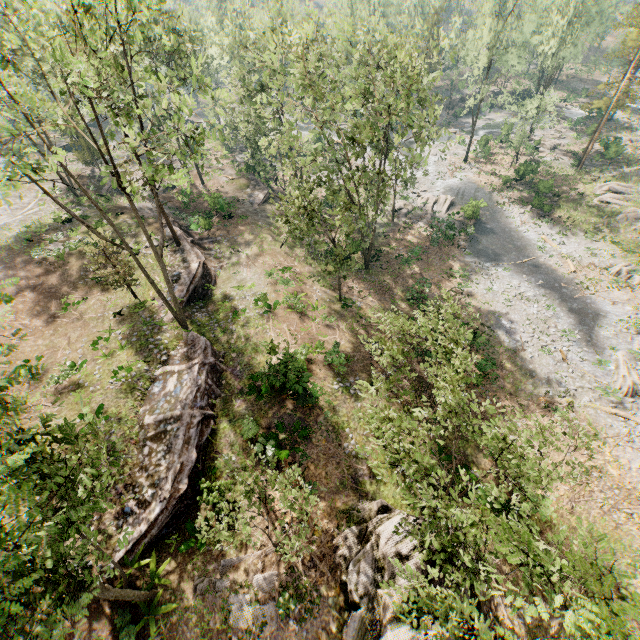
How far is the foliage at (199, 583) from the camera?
10.4m

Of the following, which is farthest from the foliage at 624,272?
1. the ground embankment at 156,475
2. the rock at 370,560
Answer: the rock at 370,560

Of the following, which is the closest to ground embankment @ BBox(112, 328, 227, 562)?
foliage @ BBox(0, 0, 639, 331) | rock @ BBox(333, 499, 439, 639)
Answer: foliage @ BBox(0, 0, 639, 331)

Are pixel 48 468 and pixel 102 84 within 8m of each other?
no

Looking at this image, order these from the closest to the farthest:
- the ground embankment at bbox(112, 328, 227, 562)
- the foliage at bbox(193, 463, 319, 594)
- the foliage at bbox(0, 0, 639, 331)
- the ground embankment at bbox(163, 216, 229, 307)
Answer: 1. the foliage at bbox(193, 463, 319, 594)
2. the foliage at bbox(0, 0, 639, 331)
3. the ground embankment at bbox(112, 328, 227, 562)
4. the ground embankment at bbox(163, 216, 229, 307)

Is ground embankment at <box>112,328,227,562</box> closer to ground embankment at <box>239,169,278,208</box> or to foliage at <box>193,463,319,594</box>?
foliage at <box>193,463,319,594</box>

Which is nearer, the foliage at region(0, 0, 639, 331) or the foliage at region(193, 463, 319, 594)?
the foliage at region(193, 463, 319, 594)

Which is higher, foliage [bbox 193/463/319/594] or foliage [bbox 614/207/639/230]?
foliage [bbox 193/463/319/594]
